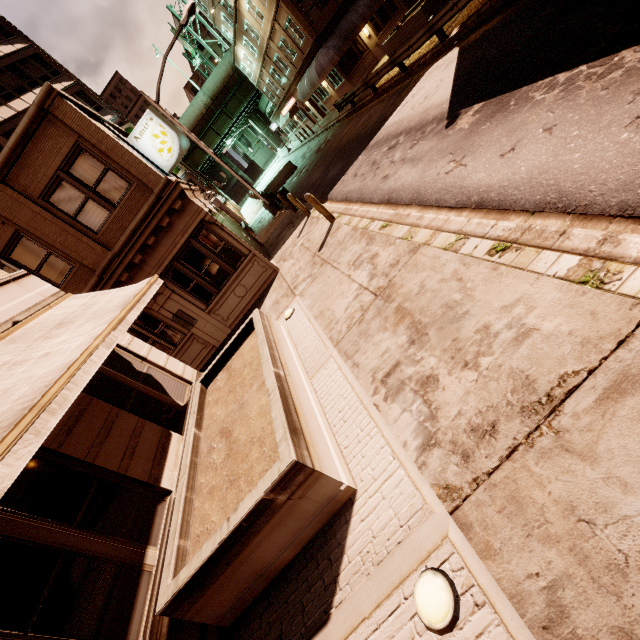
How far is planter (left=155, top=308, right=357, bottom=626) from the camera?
3.6m

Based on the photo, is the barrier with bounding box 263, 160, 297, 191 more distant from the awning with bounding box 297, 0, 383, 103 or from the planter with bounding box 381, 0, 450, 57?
the planter with bounding box 381, 0, 450, 57

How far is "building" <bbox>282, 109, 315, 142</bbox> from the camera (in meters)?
38.84

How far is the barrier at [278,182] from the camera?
28.4m

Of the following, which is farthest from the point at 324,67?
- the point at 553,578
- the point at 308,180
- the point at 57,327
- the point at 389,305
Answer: the point at 553,578

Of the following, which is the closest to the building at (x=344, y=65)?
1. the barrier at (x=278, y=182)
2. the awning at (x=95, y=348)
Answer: the barrier at (x=278, y=182)

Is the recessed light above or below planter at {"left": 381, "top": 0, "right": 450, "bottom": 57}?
below

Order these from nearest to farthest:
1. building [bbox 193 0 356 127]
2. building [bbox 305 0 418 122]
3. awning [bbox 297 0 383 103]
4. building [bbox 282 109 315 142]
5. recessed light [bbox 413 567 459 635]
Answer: recessed light [bbox 413 567 459 635] < awning [bbox 297 0 383 103] < building [bbox 193 0 356 127] < building [bbox 305 0 418 122] < building [bbox 282 109 315 142]
